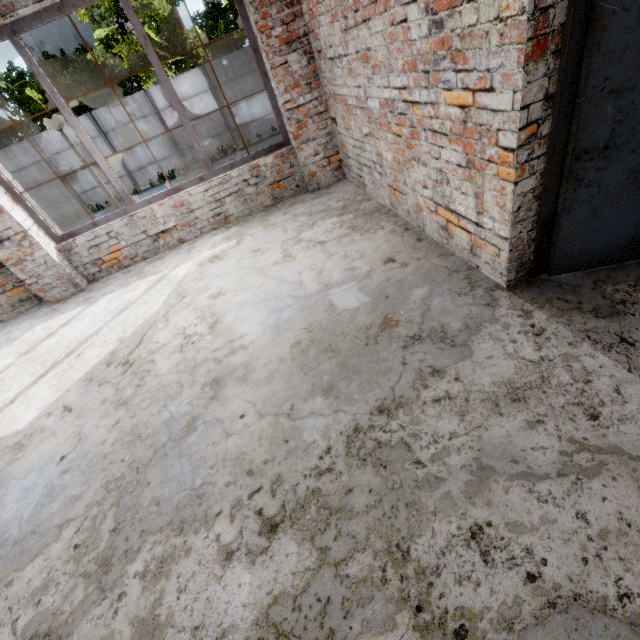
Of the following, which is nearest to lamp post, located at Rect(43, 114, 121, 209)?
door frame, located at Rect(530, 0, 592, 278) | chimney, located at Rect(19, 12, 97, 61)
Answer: door frame, located at Rect(530, 0, 592, 278)

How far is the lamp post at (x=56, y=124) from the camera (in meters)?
5.23

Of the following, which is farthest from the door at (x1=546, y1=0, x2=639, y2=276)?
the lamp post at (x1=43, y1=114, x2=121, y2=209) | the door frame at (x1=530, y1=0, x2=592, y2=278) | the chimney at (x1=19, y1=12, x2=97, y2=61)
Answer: the chimney at (x1=19, y1=12, x2=97, y2=61)

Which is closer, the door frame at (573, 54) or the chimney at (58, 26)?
the door frame at (573, 54)

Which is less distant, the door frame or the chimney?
the door frame

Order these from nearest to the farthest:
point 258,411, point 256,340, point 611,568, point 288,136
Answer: point 611,568
point 258,411
point 256,340
point 288,136

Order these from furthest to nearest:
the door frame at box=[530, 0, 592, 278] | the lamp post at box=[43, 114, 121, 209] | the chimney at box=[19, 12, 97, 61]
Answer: the chimney at box=[19, 12, 97, 61]
the lamp post at box=[43, 114, 121, 209]
the door frame at box=[530, 0, 592, 278]
